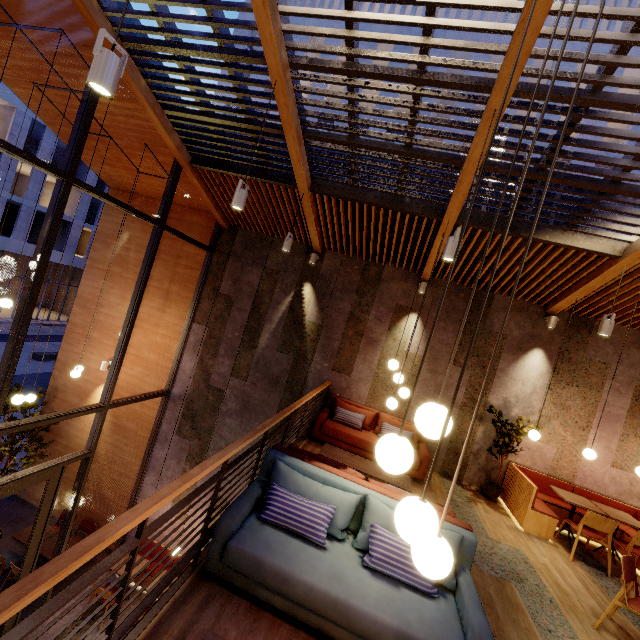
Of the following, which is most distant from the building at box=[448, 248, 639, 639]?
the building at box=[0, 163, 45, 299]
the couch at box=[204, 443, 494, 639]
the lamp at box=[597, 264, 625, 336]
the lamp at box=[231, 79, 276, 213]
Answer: the building at box=[0, 163, 45, 299]

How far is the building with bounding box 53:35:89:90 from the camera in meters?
5.3

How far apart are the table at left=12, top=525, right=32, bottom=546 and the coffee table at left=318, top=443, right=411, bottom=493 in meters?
6.7

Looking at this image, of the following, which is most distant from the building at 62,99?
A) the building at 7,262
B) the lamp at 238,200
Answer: the building at 7,262

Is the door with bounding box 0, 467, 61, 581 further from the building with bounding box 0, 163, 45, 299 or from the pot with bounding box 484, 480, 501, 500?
the building with bounding box 0, 163, 45, 299

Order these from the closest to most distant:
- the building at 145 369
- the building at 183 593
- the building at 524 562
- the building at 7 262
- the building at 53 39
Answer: the building at 183 593
the building at 524 562
the building at 53 39
the building at 145 369
the building at 7 262

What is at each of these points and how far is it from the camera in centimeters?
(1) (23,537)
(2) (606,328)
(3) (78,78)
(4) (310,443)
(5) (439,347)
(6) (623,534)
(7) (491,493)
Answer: (1) table, 750cm
(2) lamp, 485cm
(3) building, 583cm
(4) building, 661cm
(5) building, 730cm
(6) seat, 591cm
(7) pot, 653cm

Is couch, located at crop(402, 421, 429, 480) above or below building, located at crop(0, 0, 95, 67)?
below
